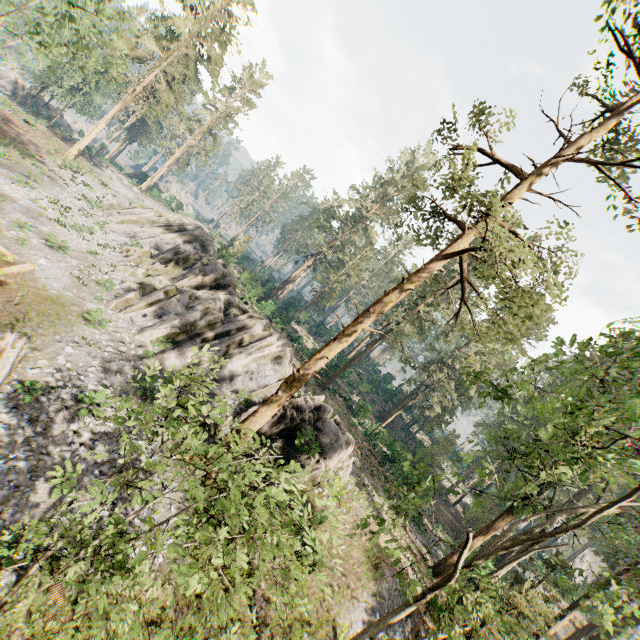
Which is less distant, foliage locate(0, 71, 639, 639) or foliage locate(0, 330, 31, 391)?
foliage locate(0, 71, 639, 639)

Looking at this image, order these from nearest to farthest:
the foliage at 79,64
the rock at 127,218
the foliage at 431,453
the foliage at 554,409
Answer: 1. the foliage at 554,409
2. the foliage at 431,453
3. the rock at 127,218
4. the foliage at 79,64

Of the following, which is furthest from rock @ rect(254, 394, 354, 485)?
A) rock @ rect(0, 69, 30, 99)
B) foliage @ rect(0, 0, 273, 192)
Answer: rock @ rect(0, 69, 30, 99)

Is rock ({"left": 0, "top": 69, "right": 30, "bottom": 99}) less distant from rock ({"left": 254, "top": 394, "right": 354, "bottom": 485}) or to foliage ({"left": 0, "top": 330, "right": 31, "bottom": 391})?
foliage ({"left": 0, "top": 330, "right": 31, "bottom": 391})

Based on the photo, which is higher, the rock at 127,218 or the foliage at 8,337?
the rock at 127,218

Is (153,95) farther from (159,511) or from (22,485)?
(159,511)
